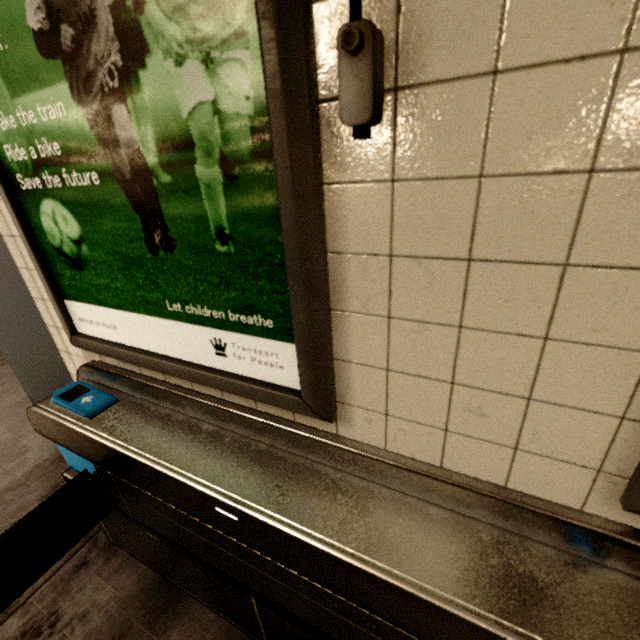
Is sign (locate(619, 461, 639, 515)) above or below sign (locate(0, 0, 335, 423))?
below

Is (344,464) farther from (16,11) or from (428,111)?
(16,11)

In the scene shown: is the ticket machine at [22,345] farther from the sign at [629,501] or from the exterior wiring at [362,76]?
the sign at [629,501]

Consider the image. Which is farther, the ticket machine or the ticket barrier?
the ticket machine

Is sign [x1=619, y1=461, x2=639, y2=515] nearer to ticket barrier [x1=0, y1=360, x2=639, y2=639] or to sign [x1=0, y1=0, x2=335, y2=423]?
ticket barrier [x1=0, y1=360, x2=639, y2=639]

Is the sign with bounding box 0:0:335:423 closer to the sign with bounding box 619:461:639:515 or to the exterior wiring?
the exterior wiring

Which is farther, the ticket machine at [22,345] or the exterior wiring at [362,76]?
the ticket machine at [22,345]

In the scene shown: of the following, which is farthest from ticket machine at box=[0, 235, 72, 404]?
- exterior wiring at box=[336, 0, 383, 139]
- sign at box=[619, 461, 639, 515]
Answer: sign at box=[619, 461, 639, 515]
